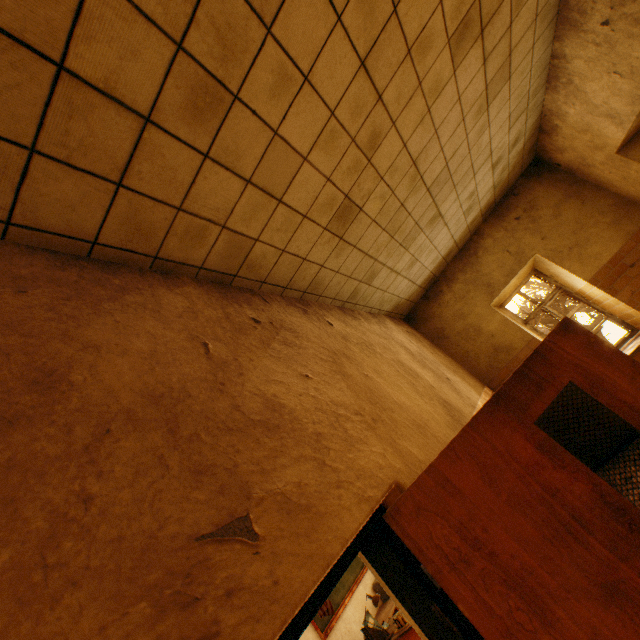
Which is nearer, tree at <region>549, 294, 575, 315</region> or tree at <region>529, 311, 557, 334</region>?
tree at <region>549, 294, 575, 315</region>

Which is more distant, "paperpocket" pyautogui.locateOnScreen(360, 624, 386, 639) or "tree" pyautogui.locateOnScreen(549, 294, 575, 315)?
"tree" pyautogui.locateOnScreen(549, 294, 575, 315)

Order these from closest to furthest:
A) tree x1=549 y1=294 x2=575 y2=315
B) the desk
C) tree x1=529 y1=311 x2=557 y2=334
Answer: the desk → tree x1=549 y1=294 x2=575 y2=315 → tree x1=529 y1=311 x2=557 y2=334

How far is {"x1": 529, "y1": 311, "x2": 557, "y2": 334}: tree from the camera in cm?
1169

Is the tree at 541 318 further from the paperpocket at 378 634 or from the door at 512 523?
the door at 512 523

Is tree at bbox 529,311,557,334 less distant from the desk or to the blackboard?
the blackboard

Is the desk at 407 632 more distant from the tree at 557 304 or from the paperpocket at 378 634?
the tree at 557 304

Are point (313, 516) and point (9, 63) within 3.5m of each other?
yes
